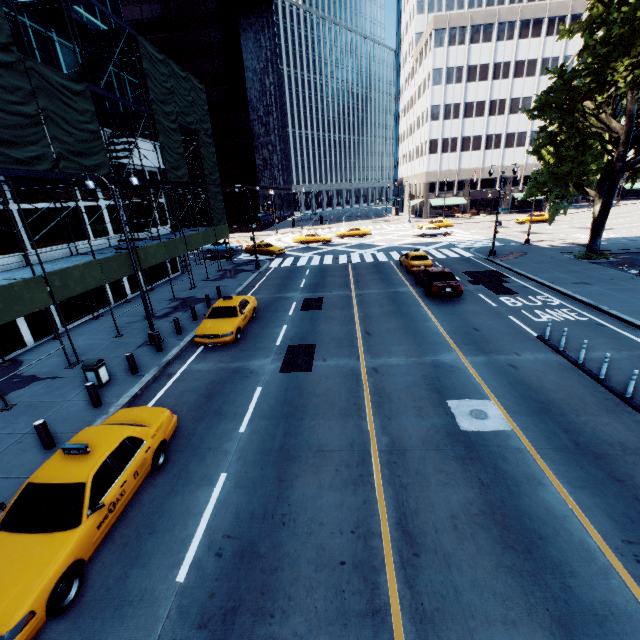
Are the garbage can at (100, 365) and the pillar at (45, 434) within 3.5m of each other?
yes

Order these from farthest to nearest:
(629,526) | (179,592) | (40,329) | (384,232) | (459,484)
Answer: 1. (384,232)
2. (40,329)
3. (459,484)
4. (629,526)
5. (179,592)

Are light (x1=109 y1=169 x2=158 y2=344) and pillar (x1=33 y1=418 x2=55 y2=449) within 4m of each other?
no

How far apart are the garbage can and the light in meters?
3.1 m

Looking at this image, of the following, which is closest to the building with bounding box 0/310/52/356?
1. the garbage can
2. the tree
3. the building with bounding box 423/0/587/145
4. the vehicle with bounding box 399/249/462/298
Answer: the garbage can

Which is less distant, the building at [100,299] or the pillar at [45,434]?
the pillar at [45,434]

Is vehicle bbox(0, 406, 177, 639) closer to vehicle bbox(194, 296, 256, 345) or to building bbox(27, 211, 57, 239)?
vehicle bbox(194, 296, 256, 345)

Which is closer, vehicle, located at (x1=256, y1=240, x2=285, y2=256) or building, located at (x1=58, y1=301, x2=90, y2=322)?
building, located at (x1=58, y1=301, x2=90, y2=322)
